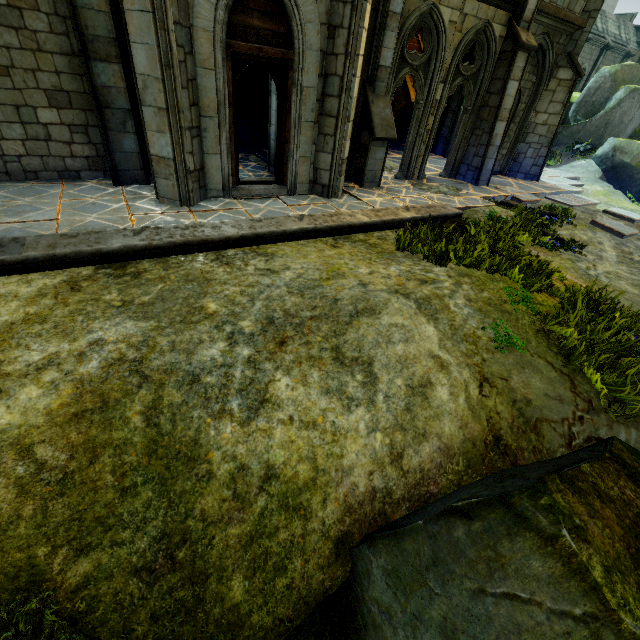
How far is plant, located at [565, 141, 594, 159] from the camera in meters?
18.1 m

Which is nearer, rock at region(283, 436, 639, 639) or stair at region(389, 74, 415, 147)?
rock at region(283, 436, 639, 639)

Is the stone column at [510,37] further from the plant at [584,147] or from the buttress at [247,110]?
the plant at [584,147]

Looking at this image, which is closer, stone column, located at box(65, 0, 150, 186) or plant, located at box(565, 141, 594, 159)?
stone column, located at box(65, 0, 150, 186)

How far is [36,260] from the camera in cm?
441

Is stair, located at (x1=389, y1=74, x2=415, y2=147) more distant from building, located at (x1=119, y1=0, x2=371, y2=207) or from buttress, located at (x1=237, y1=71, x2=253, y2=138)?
building, located at (x1=119, y1=0, x2=371, y2=207)

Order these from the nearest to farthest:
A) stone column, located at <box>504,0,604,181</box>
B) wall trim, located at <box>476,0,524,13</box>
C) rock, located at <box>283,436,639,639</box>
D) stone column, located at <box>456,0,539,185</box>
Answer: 1. rock, located at <box>283,436,639,639</box>
2. wall trim, located at <box>476,0,524,13</box>
3. stone column, located at <box>456,0,539,185</box>
4. stone column, located at <box>504,0,604,181</box>

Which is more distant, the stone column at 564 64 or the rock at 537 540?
the stone column at 564 64
